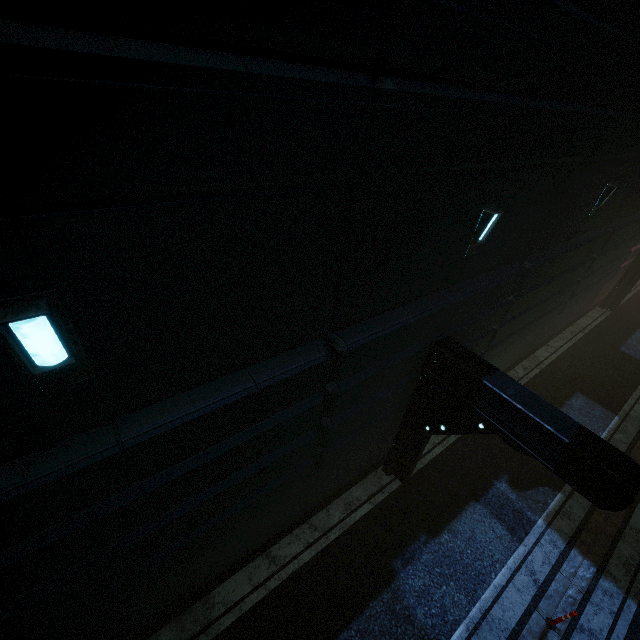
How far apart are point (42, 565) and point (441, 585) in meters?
7.8
